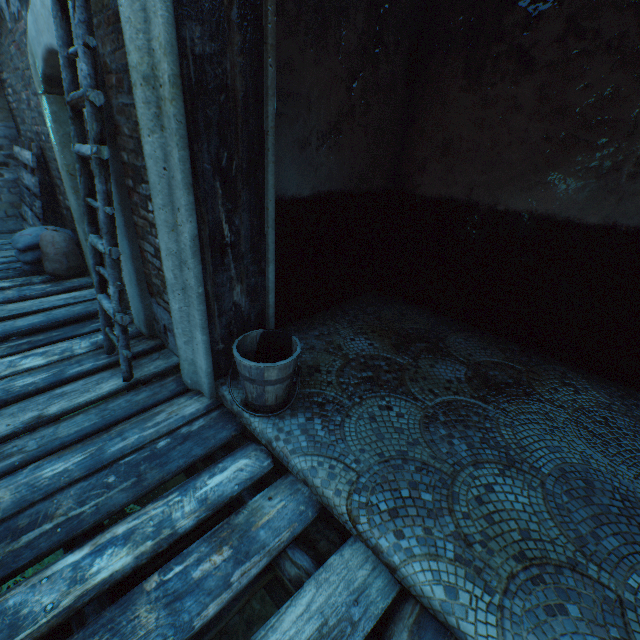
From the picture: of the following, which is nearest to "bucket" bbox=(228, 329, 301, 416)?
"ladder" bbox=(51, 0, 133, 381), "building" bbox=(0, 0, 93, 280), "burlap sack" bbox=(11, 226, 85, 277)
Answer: "building" bbox=(0, 0, 93, 280)

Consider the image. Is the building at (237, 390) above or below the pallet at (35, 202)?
below

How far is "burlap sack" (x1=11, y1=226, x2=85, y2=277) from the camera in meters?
3.9 m

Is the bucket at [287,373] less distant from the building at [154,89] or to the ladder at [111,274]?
the building at [154,89]

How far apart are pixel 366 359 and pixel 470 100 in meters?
2.5 m

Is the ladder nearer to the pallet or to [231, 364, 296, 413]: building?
[231, 364, 296, 413]: building

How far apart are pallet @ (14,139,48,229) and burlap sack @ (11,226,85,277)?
0.0m

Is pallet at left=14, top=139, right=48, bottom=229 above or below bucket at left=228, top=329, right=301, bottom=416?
above
